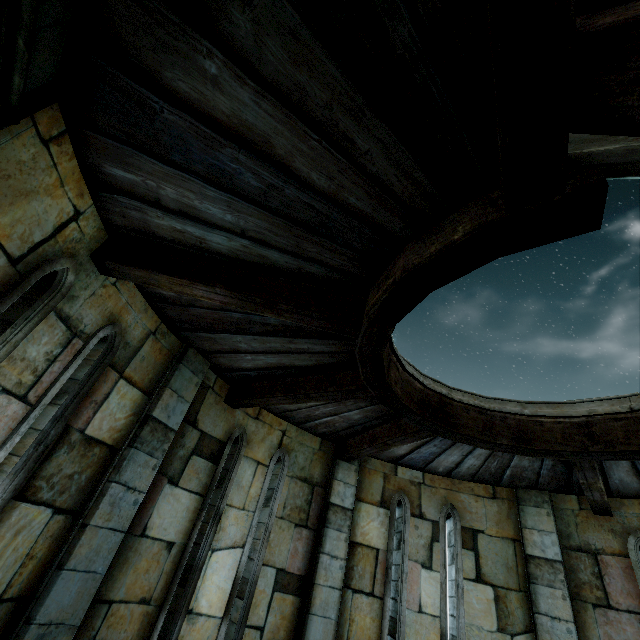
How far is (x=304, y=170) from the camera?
2.10m
